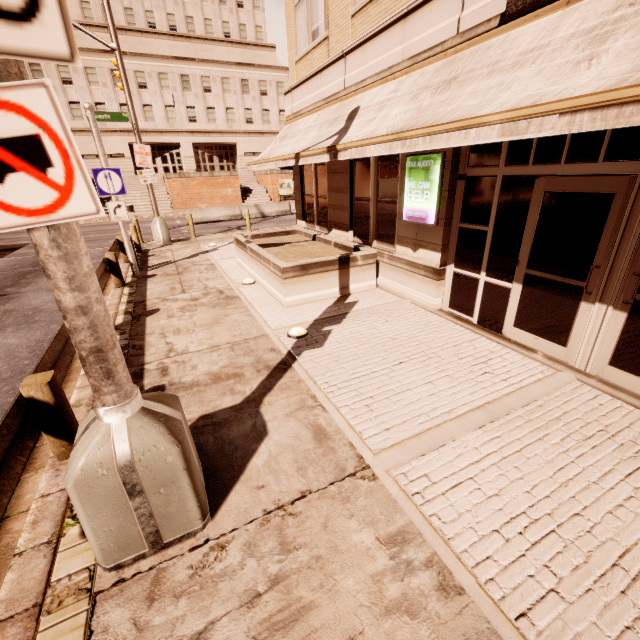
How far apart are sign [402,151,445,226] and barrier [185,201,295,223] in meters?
19.7

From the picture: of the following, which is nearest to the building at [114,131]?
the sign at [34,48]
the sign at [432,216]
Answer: the sign at [432,216]

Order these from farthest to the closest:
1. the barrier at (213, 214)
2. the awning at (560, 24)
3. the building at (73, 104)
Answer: the building at (73, 104) < the barrier at (213, 214) < the awning at (560, 24)

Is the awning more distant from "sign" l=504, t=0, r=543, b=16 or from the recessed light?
the recessed light

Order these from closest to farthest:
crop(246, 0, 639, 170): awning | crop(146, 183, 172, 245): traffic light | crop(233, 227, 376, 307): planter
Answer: crop(246, 0, 639, 170): awning → crop(233, 227, 376, 307): planter → crop(146, 183, 172, 245): traffic light

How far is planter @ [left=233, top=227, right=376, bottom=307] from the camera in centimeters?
732cm

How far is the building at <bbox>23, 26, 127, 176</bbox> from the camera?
32.53m

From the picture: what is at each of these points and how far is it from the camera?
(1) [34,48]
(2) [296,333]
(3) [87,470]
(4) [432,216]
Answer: (1) sign, 1.54m
(2) recessed light, 6.00m
(3) street light, 2.20m
(4) sign, 6.27m
